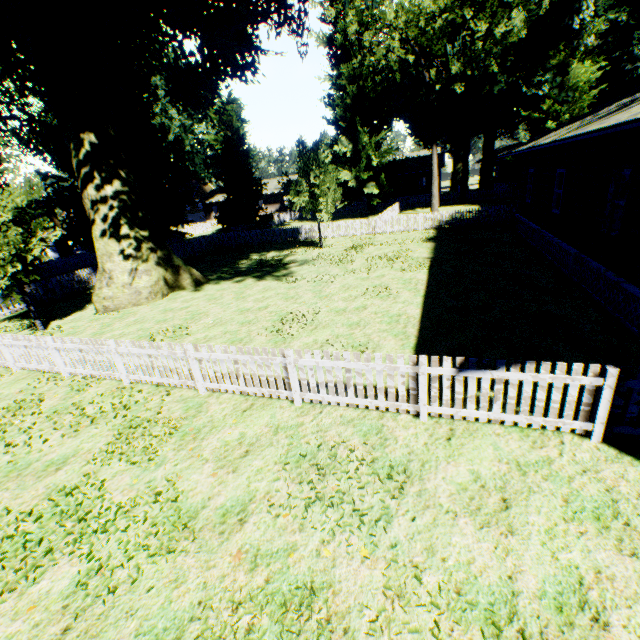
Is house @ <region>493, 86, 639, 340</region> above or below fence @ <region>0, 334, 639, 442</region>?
above

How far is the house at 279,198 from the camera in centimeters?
5431cm

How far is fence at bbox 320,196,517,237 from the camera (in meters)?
23.00

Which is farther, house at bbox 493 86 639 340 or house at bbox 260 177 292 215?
house at bbox 260 177 292 215

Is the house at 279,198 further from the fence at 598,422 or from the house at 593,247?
the house at 593,247

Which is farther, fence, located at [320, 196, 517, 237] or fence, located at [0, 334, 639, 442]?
fence, located at [320, 196, 517, 237]

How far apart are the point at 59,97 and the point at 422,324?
16.66m

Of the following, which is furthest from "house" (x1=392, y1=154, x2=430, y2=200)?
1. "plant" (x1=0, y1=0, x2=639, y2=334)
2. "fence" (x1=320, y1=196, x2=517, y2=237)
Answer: "plant" (x1=0, y1=0, x2=639, y2=334)
